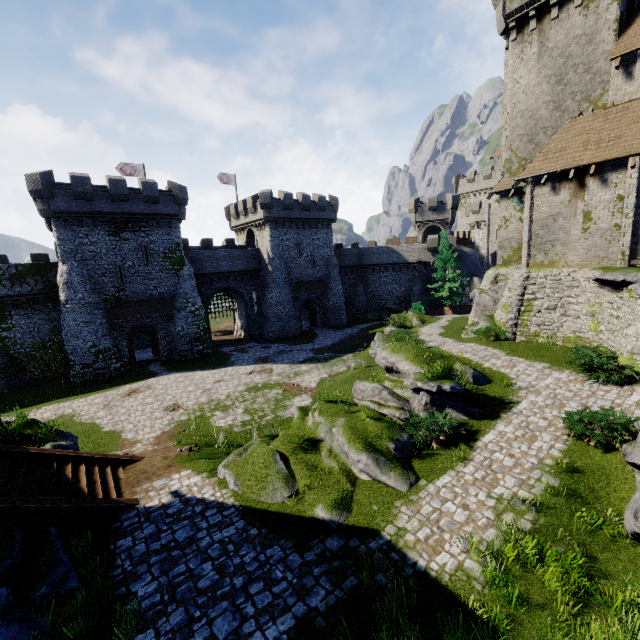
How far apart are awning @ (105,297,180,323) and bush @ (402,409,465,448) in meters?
26.1 m

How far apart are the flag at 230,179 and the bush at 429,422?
39.8 meters

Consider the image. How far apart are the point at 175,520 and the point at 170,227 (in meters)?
28.67

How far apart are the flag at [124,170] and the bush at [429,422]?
38.4 meters

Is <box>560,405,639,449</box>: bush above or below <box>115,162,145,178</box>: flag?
below

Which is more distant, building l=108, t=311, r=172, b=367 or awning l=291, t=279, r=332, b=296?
awning l=291, t=279, r=332, b=296

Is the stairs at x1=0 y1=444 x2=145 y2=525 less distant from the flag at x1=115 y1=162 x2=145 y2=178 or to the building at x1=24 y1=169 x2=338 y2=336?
the building at x1=24 y1=169 x2=338 y2=336

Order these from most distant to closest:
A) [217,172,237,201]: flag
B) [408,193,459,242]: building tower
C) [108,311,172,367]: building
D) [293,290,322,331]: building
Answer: [408,193,459,242]: building tower < [217,172,237,201]: flag < [293,290,322,331]: building < [108,311,172,367]: building
